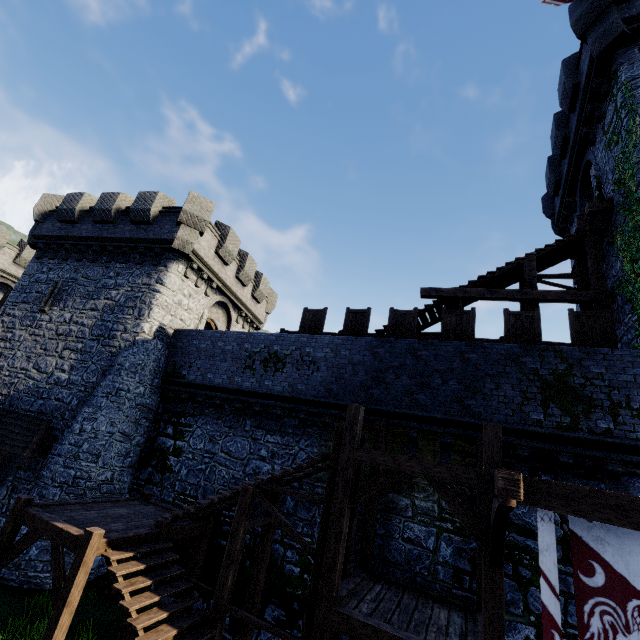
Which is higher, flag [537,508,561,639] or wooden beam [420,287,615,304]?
wooden beam [420,287,615,304]

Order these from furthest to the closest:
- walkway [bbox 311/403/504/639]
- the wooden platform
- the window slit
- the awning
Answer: the window slit → the awning → the wooden platform → walkway [bbox 311/403/504/639]

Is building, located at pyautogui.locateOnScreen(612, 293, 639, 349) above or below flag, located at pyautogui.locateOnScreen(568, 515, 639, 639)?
above

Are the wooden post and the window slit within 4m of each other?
no

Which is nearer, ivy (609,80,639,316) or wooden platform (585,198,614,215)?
ivy (609,80,639,316)

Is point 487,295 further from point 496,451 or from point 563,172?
point 563,172

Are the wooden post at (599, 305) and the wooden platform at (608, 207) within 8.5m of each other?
yes

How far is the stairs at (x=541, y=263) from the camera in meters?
11.5
